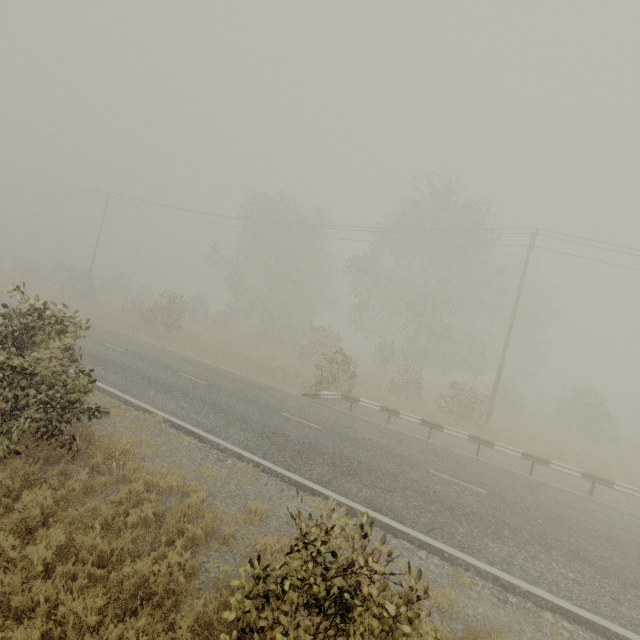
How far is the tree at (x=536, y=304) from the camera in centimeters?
2450cm

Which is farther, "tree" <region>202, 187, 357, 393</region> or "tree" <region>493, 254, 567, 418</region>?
"tree" <region>202, 187, 357, 393</region>

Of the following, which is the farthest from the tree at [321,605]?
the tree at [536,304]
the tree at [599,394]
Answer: the tree at [536,304]

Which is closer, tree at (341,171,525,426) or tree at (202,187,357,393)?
tree at (341,171,525,426)

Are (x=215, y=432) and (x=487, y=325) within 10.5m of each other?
no

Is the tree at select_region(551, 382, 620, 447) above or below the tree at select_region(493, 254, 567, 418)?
below

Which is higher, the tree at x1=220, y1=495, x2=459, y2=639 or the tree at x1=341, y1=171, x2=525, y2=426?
the tree at x1=341, y1=171, x2=525, y2=426

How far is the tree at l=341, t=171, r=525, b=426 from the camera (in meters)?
22.53
